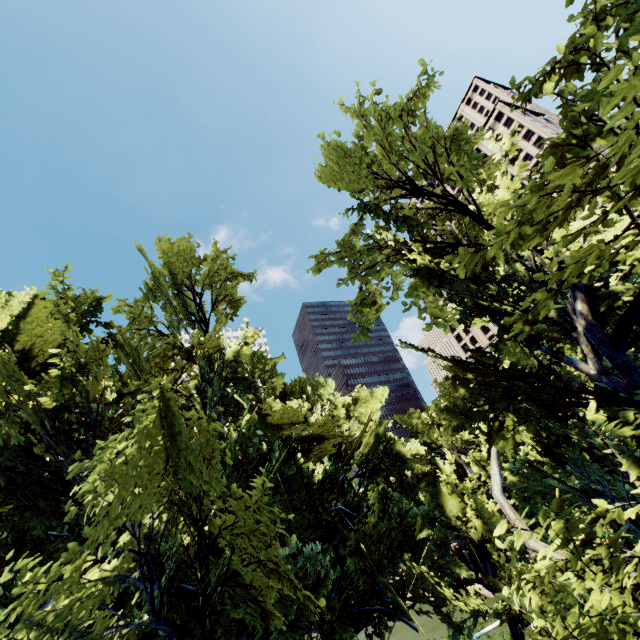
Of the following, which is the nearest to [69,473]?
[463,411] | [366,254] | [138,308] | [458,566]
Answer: [138,308]
